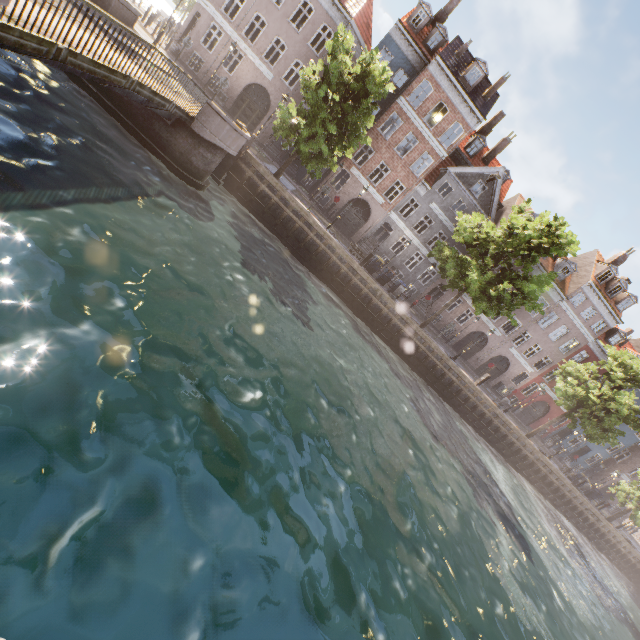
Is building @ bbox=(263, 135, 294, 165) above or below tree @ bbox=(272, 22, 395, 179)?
below

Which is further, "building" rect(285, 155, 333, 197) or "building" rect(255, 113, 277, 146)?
"building" rect(285, 155, 333, 197)

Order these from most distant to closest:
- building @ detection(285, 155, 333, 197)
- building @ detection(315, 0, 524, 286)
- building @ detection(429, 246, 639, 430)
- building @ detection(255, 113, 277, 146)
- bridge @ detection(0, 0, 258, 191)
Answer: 1. building @ detection(429, 246, 639, 430)
2. building @ detection(285, 155, 333, 197)
3. building @ detection(255, 113, 277, 146)
4. building @ detection(315, 0, 524, 286)
5. bridge @ detection(0, 0, 258, 191)

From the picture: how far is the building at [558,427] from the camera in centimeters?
3673cm

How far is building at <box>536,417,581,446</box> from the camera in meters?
36.7

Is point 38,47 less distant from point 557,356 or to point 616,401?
point 616,401

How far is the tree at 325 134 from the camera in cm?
1655
